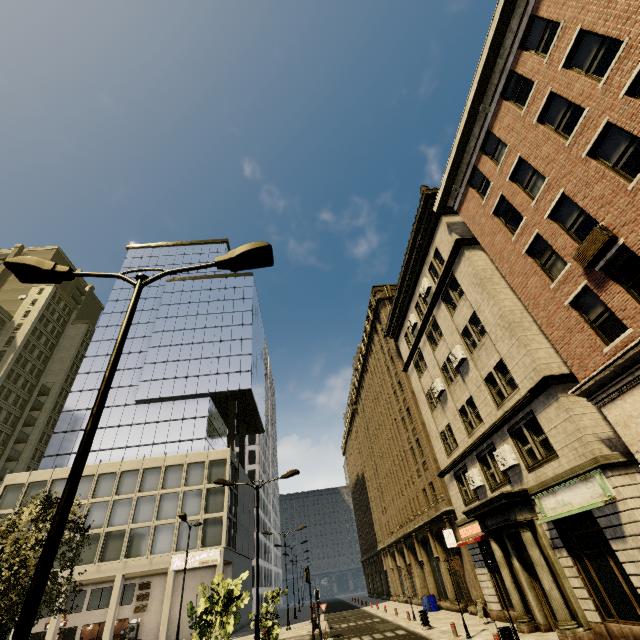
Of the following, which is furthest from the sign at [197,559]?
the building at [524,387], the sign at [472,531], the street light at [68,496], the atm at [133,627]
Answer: the street light at [68,496]

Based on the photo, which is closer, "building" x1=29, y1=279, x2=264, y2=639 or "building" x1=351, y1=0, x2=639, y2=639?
"building" x1=351, y1=0, x2=639, y2=639

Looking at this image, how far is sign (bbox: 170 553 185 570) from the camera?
31.7m

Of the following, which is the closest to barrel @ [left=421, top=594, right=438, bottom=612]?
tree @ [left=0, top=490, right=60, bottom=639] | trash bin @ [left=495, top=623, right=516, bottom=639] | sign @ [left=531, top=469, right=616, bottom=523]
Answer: tree @ [left=0, top=490, right=60, bottom=639]

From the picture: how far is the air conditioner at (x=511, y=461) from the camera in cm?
1519

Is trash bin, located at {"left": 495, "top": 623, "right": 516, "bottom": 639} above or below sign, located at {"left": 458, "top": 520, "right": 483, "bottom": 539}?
below

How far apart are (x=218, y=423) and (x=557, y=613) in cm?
4477

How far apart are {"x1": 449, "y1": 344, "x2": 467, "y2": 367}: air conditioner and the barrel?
21.2m
